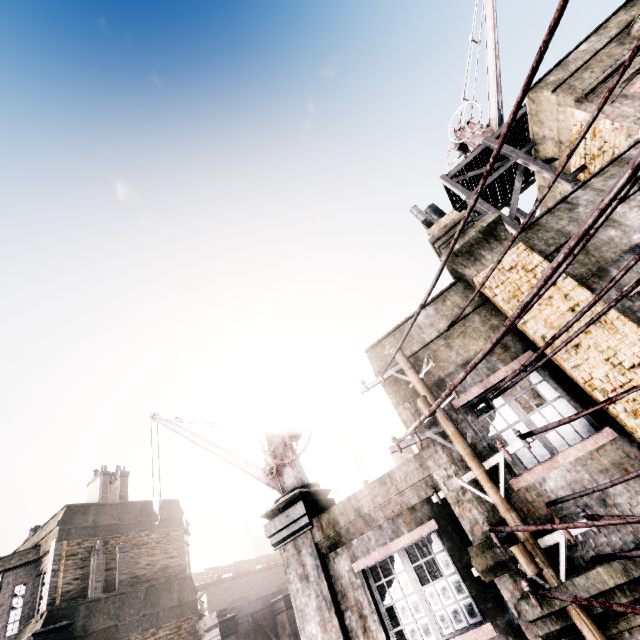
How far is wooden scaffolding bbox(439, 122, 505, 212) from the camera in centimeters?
1000cm

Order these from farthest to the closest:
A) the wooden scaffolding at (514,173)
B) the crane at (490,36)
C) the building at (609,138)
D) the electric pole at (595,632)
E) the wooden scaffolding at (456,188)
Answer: the crane at (490,36)
the wooden scaffolding at (456,188)
the wooden scaffolding at (514,173)
the building at (609,138)
the electric pole at (595,632)

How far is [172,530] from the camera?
16.73m

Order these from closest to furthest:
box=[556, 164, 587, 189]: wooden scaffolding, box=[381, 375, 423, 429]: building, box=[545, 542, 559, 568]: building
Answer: box=[545, 542, 559, 568]: building → box=[381, 375, 423, 429]: building → box=[556, 164, 587, 189]: wooden scaffolding

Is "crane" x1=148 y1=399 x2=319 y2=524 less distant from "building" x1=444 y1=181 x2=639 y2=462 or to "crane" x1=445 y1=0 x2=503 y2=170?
"building" x1=444 y1=181 x2=639 y2=462

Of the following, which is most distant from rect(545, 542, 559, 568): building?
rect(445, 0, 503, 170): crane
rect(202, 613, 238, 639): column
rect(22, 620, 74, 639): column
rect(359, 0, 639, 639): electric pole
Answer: rect(22, 620, 74, 639): column

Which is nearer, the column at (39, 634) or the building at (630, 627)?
the building at (630, 627)

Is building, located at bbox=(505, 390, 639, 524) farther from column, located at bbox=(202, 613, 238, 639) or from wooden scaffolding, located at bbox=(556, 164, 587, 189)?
column, located at bbox=(202, 613, 238, 639)
